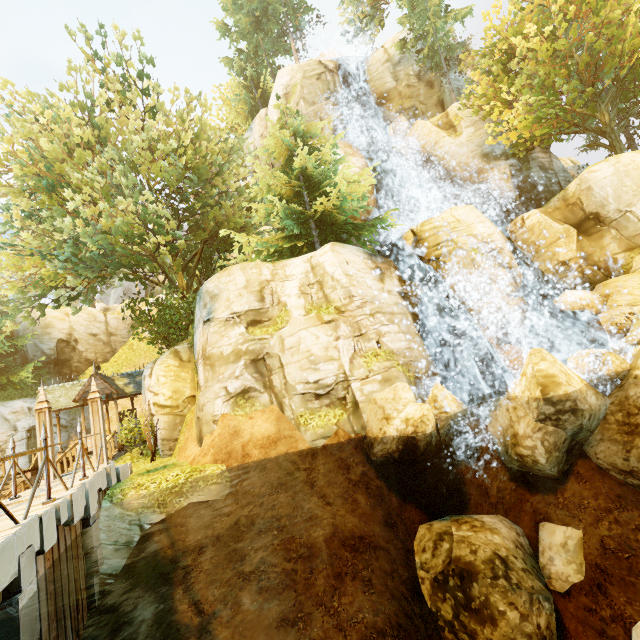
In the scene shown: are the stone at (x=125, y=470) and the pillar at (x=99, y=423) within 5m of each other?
yes

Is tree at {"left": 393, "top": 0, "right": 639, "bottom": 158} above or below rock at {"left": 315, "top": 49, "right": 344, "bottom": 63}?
below

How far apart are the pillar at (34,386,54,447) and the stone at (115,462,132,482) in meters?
0.9

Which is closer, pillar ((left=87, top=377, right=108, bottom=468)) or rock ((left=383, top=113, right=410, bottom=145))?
pillar ((left=87, top=377, right=108, bottom=468))

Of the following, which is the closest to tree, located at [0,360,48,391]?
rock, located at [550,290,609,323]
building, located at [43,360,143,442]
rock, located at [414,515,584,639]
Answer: building, located at [43,360,143,442]

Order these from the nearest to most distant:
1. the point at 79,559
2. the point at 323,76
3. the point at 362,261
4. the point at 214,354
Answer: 1. the point at 79,559
2. the point at 214,354
3. the point at 362,261
4. the point at 323,76

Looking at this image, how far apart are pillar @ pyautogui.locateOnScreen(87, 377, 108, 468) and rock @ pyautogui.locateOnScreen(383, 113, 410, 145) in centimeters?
2353cm

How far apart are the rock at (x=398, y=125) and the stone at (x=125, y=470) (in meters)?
24.90
